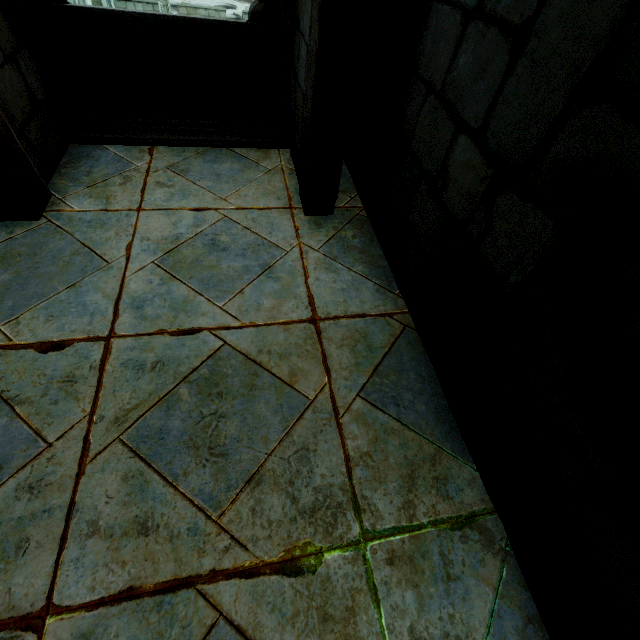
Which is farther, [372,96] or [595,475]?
[372,96]
